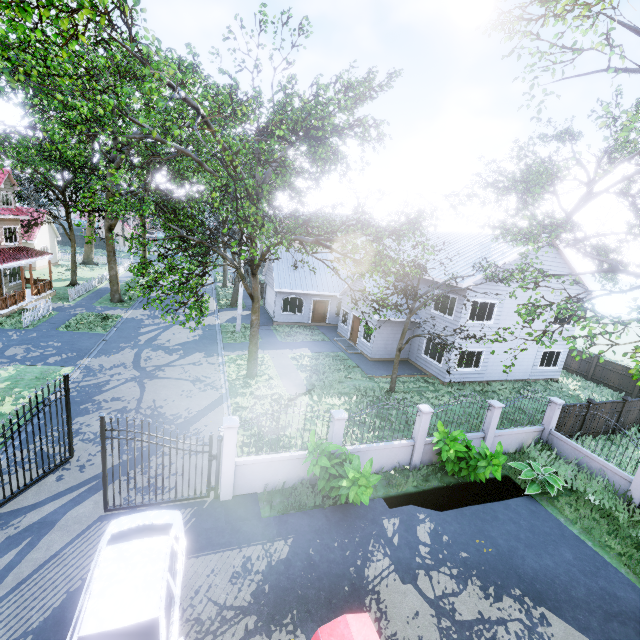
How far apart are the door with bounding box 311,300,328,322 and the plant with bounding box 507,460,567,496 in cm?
1868

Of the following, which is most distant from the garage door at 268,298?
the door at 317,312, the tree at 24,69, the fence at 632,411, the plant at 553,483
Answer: the plant at 553,483

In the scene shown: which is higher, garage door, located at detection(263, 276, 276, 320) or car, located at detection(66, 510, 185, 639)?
garage door, located at detection(263, 276, 276, 320)

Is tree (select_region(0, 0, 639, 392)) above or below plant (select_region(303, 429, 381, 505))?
above

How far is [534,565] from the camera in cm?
867

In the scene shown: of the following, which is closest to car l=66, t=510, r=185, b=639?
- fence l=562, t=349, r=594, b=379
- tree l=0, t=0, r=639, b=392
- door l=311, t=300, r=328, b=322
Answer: tree l=0, t=0, r=639, b=392

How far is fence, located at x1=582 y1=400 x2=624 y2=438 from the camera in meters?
12.0 m

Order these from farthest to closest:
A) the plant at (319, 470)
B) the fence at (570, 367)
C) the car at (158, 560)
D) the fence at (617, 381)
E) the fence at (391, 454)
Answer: the fence at (570, 367)
the fence at (617, 381)
the fence at (391, 454)
the plant at (319, 470)
the car at (158, 560)
